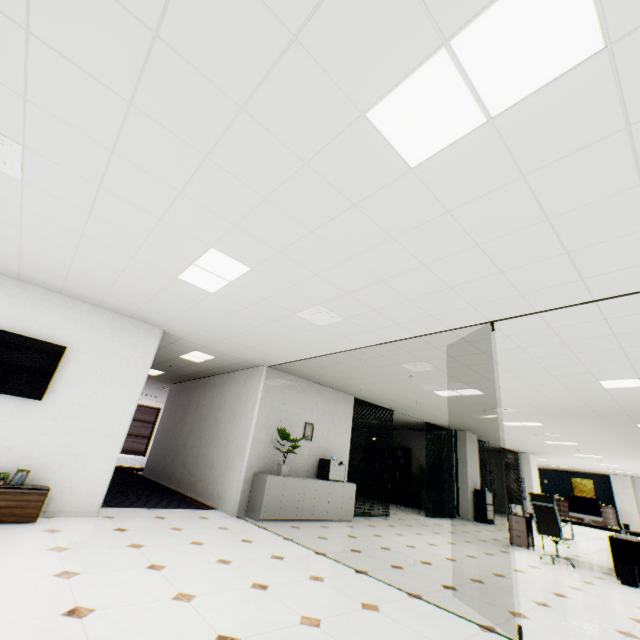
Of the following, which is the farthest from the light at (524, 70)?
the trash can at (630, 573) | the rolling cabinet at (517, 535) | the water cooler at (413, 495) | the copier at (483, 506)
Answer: the water cooler at (413, 495)

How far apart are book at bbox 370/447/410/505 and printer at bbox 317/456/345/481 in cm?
695

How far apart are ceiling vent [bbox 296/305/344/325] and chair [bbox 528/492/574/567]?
5.83m

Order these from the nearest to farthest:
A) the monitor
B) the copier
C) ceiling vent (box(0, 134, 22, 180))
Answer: ceiling vent (box(0, 134, 22, 180))
the monitor
the copier

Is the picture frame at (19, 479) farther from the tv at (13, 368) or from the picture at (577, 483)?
the picture at (577, 483)

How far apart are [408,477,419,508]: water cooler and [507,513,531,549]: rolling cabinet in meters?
5.5

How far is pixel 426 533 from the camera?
7.4m

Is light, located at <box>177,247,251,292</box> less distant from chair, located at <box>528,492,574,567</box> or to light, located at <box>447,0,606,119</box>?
light, located at <box>447,0,606,119</box>
